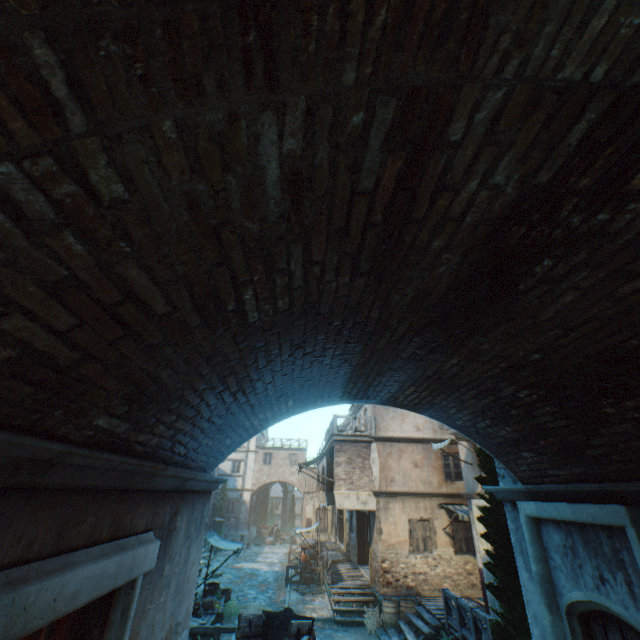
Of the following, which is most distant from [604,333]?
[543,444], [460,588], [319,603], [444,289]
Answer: [319,603]

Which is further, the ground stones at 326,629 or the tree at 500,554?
the ground stones at 326,629

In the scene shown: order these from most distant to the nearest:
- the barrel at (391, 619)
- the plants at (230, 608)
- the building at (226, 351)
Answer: the plants at (230, 608), the barrel at (391, 619), the building at (226, 351)

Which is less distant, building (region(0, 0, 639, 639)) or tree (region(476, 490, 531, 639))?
building (region(0, 0, 639, 639))

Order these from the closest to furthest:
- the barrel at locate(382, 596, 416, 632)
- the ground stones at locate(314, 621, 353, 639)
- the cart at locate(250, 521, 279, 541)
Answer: the ground stones at locate(314, 621, 353, 639) < the barrel at locate(382, 596, 416, 632) < the cart at locate(250, 521, 279, 541)

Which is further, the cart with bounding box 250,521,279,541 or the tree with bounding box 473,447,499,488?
the cart with bounding box 250,521,279,541

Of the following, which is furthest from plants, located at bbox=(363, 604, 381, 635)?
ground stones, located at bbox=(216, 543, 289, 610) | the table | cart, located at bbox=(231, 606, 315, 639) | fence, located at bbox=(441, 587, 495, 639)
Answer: the table

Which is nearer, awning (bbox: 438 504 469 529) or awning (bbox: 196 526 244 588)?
awning (bbox: 196 526 244 588)
